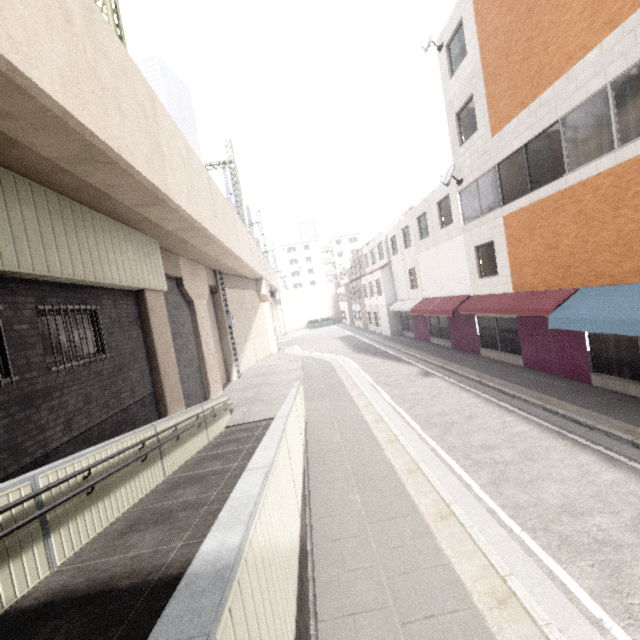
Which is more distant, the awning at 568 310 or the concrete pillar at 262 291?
the concrete pillar at 262 291

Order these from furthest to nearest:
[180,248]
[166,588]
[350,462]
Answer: [180,248] < [350,462] < [166,588]

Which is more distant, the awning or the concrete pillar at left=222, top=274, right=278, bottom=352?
the concrete pillar at left=222, top=274, right=278, bottom=352

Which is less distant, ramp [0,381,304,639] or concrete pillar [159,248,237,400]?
ramp [0,381,304,639]

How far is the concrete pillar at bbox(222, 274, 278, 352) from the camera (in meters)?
23.08

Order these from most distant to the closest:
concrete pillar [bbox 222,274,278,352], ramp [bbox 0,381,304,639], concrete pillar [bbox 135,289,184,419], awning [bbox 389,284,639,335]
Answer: concrete pillar [bbox 222,274,278,352] < concrete pillar [bbox 135,289,184,419] < awning [bbox 389,284,639,335] < ramp [bbox 0,381,304,639]

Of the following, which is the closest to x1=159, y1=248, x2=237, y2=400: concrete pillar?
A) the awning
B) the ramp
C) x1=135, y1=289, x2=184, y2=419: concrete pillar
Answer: x1=135, y1=289, x2=184, y2=419: concrete pillar

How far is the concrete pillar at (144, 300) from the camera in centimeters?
1002cm
